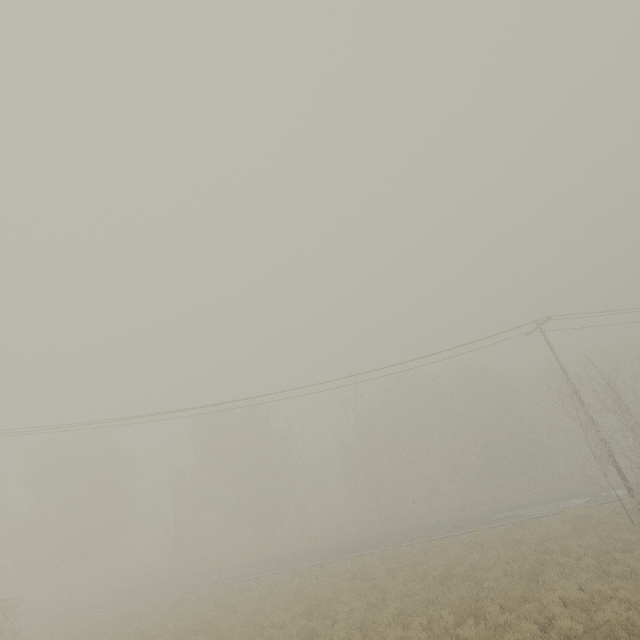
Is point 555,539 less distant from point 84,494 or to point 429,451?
point 429,451
